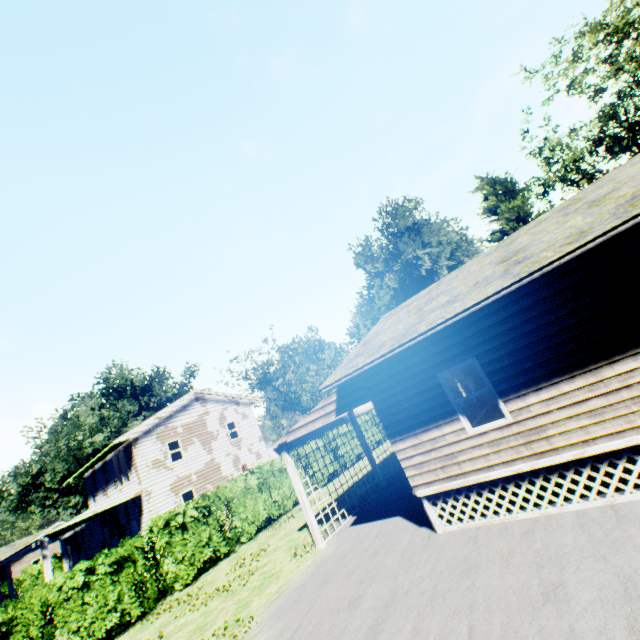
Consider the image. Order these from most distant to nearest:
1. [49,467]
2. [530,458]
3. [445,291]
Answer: [49,467], [445,291], [530,458]

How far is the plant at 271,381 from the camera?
52.1m

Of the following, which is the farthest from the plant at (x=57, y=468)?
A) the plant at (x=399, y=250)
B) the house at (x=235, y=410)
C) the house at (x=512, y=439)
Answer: the house at (x=512, y=439)

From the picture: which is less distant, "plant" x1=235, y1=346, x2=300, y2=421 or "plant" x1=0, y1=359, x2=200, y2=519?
"plant" x1=0, y1=359, x2=200, y2=519

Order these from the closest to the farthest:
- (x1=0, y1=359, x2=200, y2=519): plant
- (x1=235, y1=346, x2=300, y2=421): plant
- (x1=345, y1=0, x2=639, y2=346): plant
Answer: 1. (x1=345, y1=0, x2=639, y2=346): plant
2. (x1=0, y1=359, x2=200, y2=519): plant
3. (x1=235, y1=346, x2=300, y2=421): plant

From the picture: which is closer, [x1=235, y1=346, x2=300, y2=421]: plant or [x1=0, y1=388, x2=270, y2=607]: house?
[x1=0, y1=388, x2=270, y2=607]: house

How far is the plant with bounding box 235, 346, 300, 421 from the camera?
52.1m

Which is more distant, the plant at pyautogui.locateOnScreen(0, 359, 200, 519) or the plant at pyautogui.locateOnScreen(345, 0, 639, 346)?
the plant at pyautogui.locateOnScreen(0, 359, 200, 519)
